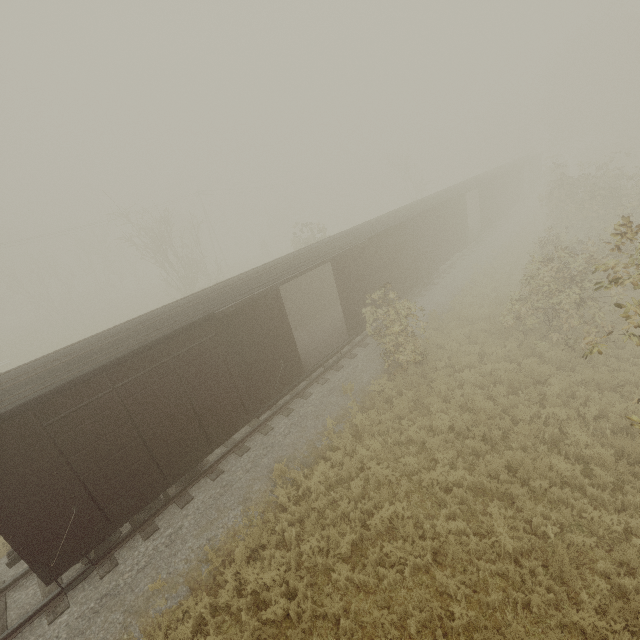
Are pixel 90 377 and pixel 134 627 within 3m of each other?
no
